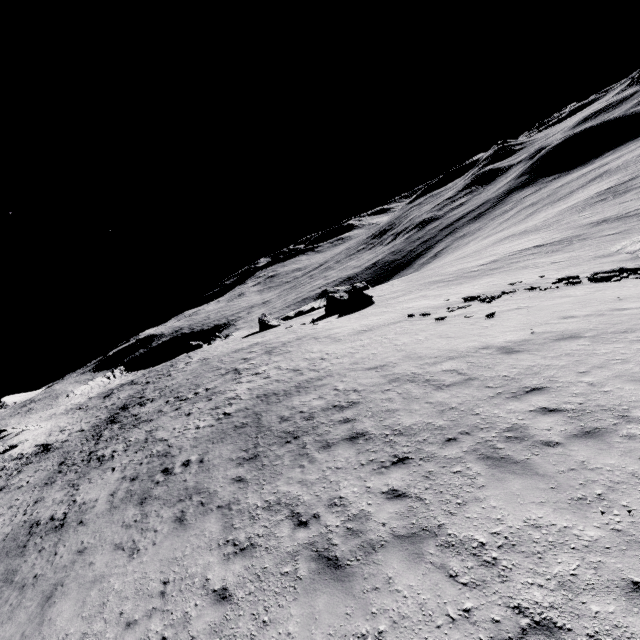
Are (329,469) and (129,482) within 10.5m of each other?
no
